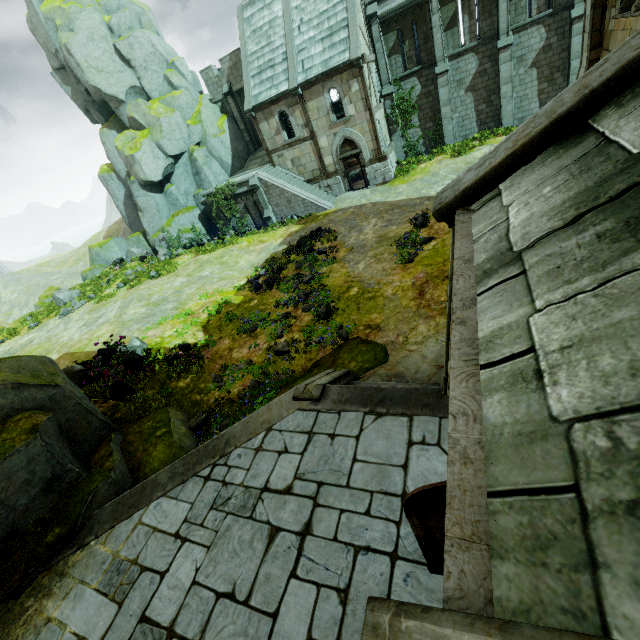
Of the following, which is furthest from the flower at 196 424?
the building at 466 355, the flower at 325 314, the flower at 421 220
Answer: the flower at 421 220

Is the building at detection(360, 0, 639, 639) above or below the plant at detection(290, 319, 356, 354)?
above

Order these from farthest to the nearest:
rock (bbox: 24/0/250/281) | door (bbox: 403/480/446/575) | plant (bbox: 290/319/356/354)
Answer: rock (bbox: 24/0/250/281), plant (bbox: 290/319/356/354), door (bbox: 403/480/446/575)

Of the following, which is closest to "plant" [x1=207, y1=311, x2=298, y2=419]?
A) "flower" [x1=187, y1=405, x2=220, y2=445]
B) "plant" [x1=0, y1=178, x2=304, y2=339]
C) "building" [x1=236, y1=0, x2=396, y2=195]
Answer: "flower" [x1=187, y1=405, x2=220, y2=445]

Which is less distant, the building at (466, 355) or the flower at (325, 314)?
the building at (466, 355)

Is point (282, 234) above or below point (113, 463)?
below

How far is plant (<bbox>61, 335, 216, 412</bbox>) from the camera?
10.66m

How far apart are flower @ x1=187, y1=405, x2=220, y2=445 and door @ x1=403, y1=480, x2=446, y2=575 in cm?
733
